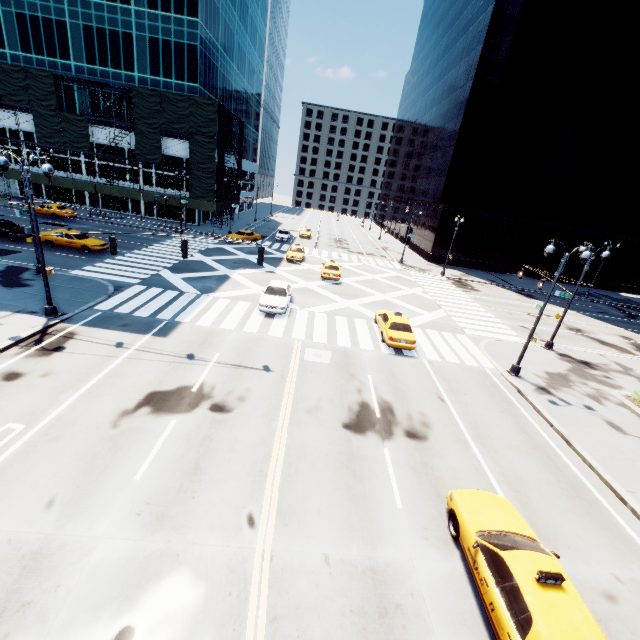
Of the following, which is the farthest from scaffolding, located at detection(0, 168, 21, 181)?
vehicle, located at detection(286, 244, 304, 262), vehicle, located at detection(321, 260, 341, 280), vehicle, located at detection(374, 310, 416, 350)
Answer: vehicle, located at detection(374, 310, 416, 350)

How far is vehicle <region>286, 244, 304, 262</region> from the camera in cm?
3553

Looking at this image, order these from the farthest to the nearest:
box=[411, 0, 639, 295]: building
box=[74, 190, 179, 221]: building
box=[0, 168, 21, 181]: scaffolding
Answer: box=[74, 190, 179, 221]: building < box=[0, 168, 21, 181]: scaffolding < box=[411, 0, 639, 295]: building

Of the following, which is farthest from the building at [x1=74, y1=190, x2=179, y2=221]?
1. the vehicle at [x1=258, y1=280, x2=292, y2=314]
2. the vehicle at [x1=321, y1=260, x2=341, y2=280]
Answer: the vehicle at [x1=258, y1=280, x2=292, y2=314]

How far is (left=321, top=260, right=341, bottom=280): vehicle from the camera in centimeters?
3033cm

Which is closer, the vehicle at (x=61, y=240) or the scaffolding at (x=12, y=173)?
the vehicle at (x=61, y=240)

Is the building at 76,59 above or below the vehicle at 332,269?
above

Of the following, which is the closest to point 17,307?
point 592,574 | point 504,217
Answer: point 592,574
